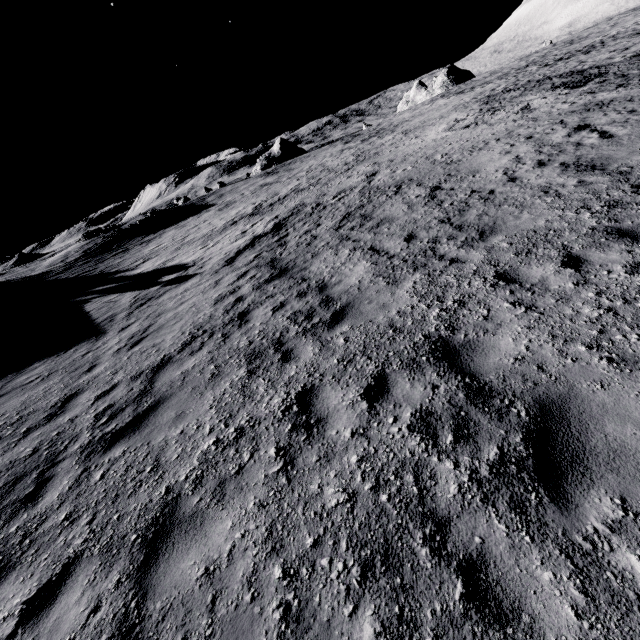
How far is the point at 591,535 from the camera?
2.4m
